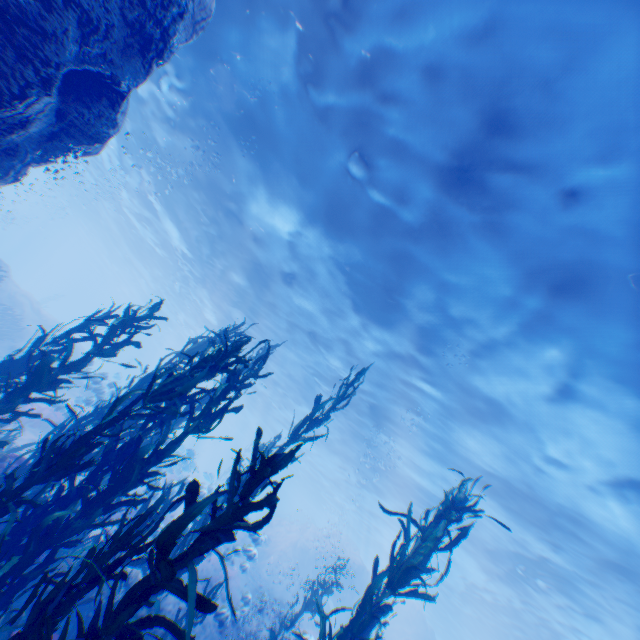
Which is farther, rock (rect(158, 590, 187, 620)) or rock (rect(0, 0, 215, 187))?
rock (rect(158, 590, 187, 620))

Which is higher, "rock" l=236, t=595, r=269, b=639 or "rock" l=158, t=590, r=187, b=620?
"rock" l=236, t=595, r=269, b=639

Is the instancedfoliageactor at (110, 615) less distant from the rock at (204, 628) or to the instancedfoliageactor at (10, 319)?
the rock at (204, 628)

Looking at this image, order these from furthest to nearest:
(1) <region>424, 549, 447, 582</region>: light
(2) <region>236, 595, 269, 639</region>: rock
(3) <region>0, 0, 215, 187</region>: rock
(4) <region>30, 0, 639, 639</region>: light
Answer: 1. (1) <region>424, 549, 447, 582</region>: light
2. (2) <region>236, 595, 269, 639</region>: rock
3. (4) <region>30, 0, 639, 639</region>: light
4. (3) <region>0, 0, 215, 187</region>: rock

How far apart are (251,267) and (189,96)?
8.15m

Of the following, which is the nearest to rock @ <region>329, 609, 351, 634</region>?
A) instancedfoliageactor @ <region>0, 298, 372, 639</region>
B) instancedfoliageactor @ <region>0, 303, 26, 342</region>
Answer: instancedfoliageactor @ <region>0, 298, 372, 639</region>

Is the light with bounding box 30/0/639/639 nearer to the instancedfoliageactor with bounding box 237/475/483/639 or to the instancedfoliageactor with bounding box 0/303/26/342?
the instancedfoliageactor with bounding box 237/475/483/639

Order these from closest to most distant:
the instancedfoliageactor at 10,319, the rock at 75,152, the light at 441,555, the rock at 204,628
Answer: the rock at 75,152 < the rock at 204,628 < the instancedfoliageactor at 10,319 < the light at 441,555
